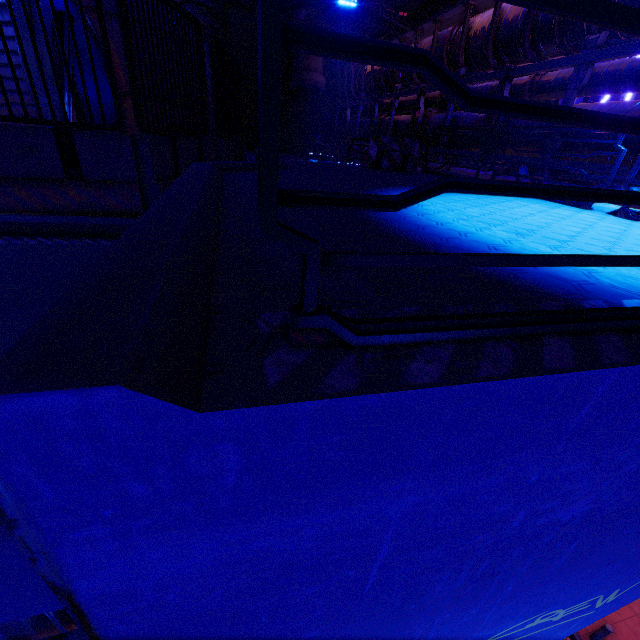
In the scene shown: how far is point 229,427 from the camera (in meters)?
0.93

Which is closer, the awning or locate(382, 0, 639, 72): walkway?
locate(382, 0, 639, 72): walkway

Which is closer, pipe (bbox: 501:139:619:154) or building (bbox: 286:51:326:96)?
pipe (bbox: 501:139:619:154)

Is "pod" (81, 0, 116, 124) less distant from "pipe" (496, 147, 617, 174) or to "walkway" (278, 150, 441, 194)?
"walkway" (278, 150, 441, 194)

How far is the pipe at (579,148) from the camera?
7.3m

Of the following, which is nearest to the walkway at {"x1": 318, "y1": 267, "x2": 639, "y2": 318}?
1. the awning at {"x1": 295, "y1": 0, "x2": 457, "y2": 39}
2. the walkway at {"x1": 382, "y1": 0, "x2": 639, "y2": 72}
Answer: the walkway at {"x1": 382, "y1": 0, "x2": 639, "y2": 72}

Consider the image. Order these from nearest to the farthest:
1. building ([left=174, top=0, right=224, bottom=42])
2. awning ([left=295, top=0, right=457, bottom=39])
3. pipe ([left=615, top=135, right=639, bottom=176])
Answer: pipe ([left=615, top=135, right=639, bottom=176]) < awning ([left=295, top=0, right=457, bottom=39]) < building ([left=174, top=0, right=224, bottom=42])
